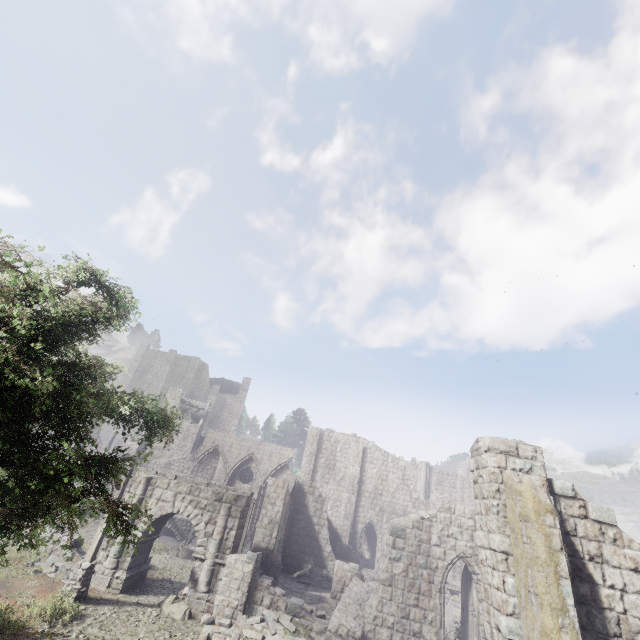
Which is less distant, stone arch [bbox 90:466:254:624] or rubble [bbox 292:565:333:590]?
stone arch [bbox 90:466:254:624]

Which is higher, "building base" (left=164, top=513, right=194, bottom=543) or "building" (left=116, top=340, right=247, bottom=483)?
"building" (left=116, top=340, right=247, bottom=483)

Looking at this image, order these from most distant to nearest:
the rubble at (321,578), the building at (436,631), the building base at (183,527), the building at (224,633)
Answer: the building base at (183,527) → the rubble at (321,578) → the building at (224,633) → the building at (436,631)

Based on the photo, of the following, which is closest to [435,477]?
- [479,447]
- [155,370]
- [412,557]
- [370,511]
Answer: [370,511]

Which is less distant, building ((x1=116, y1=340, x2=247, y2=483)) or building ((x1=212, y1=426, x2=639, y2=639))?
building ((x1=212, y1=426, x2=639, y2=639))

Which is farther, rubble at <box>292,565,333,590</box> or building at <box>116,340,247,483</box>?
building at <box>116,340,247,483</box>

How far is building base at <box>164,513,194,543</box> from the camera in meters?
25.8 m

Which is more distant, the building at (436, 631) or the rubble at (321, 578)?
the rubble at (321, 578)
